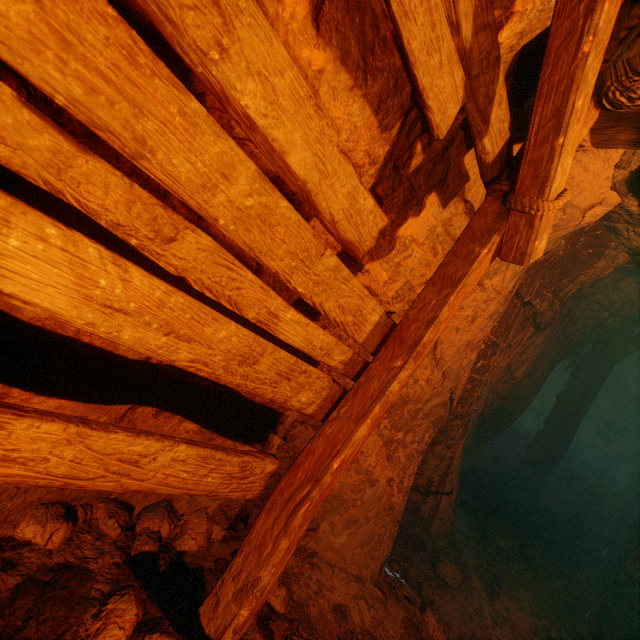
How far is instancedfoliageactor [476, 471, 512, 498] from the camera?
6.29m

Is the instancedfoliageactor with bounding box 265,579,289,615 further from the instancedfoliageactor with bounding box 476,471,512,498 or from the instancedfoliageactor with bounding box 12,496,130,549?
the instancedfoliageactor with bounding box 476,471,512,498

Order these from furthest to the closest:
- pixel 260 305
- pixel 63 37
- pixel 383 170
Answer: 1. pixel 383 170
2. pixel 260 305
3. pixel 63 37

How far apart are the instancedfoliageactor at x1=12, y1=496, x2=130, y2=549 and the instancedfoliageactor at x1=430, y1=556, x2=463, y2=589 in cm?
287

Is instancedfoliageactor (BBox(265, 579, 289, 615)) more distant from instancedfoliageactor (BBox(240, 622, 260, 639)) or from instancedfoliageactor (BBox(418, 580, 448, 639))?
instancedfoliageactor (BBox(418, 580, 448, 639))

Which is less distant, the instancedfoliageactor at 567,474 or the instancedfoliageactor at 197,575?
the instancedfoliageactor at 197,575

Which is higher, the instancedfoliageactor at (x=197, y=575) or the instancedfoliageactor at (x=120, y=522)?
the instancedfoliageactor at (x=120, y=522)

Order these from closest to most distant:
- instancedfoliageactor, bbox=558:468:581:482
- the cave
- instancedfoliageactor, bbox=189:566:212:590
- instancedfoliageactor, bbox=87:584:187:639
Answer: instancedfoliageactor, bbox=87:584:187:639, instancedfoliageactor, bbox=189:566:212:590, the cave, instancedfoliageactor, bbox=558:468:581:482
